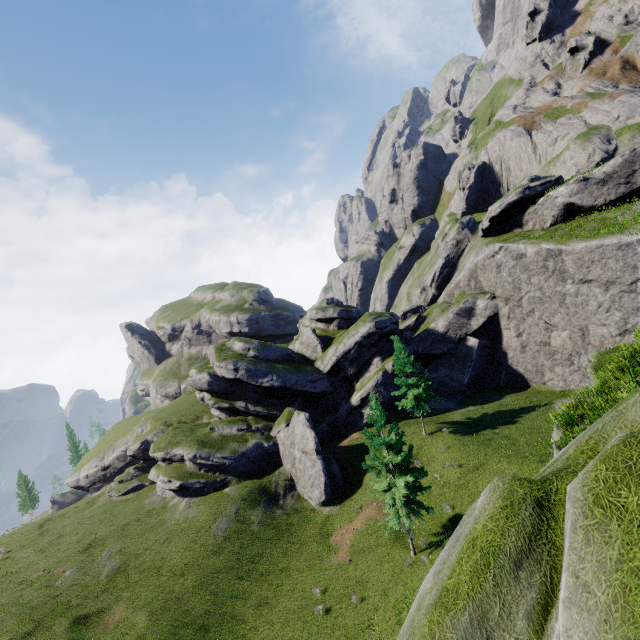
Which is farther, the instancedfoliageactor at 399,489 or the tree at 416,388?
the tree at 416,388

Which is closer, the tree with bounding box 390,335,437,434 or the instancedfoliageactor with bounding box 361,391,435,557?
the instancedfoliageactor with bounding box 361,391,435,557

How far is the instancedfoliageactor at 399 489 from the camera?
19.6 meters

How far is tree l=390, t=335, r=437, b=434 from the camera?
31.4m

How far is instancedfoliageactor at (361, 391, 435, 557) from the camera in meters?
19.6

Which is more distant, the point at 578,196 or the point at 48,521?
the point at 48,521
